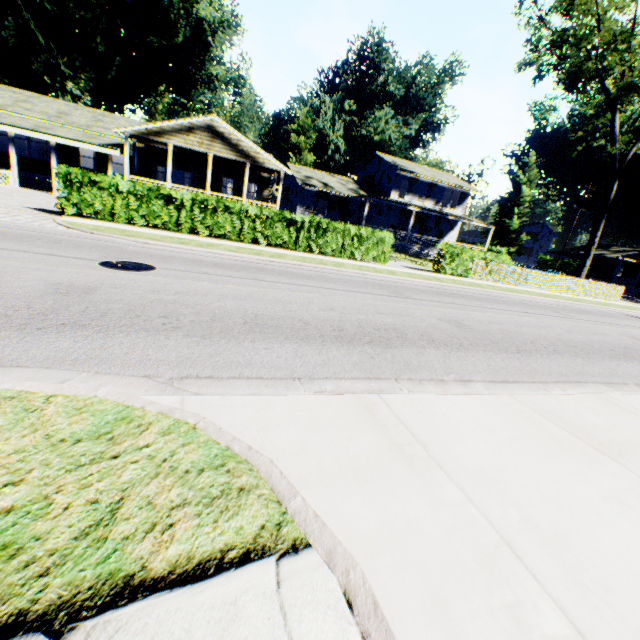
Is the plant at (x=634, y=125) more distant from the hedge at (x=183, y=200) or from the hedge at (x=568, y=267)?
the hedge at (x=183, y=200)

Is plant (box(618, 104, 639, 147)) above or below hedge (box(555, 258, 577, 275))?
above

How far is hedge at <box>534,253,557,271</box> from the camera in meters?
45.2 m

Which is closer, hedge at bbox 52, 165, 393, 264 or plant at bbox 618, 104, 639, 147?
hedge at bbox 52, 165, 393, 264

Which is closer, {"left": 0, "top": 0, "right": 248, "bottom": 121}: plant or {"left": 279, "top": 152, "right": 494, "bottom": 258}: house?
{"left": 279, "top": 152, "right": 494, "bottom": 258}: house

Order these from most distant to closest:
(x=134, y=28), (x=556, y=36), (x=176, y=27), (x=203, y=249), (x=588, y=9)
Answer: (x=134, y=28) → (x=176, y=27) → (x=556, y=36) → (x=588, y=9) → (x=203, y=249)

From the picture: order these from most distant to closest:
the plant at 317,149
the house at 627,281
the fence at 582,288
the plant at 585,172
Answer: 1. the plant at 585,172
2. the plant at 317,149
3. the house at 627,281
4. the fence at 582,288
